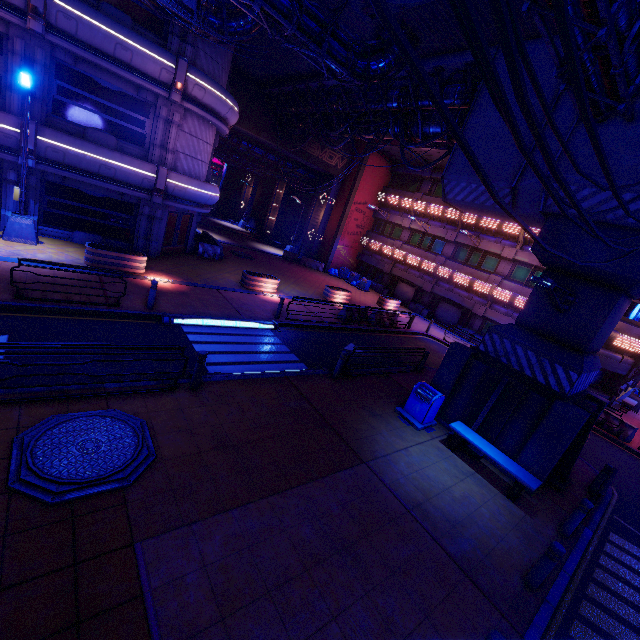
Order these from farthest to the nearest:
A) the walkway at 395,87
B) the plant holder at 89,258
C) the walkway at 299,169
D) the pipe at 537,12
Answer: the walkway at 299,169, the walkway at 395,87, the plant holder at 89,258, the pipe at 537,12

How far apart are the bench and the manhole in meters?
7.9

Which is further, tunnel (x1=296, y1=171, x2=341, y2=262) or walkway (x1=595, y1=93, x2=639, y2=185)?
tunnel (x1=296, y1=171, x2=341, y2=262)

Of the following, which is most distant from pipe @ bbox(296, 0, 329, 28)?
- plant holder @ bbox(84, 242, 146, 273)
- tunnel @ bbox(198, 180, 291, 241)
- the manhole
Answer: tunnel @ bbox(198, 180, 291, 241)

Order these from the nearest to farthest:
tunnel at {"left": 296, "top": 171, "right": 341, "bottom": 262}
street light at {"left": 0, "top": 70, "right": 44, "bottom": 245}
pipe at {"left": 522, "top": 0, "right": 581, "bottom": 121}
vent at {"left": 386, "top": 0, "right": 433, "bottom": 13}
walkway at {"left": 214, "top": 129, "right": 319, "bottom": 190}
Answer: pipe at {"left": 522, "top": 0, "right": 581, "bottom": 121} → vent at {"left": 386, "top": 0, "right": 433, "bottom": 13} → street light at {"left": 0, "top": 70, "right": 44, "bottom": 245} → walkway at {"left": 214, "top": 129, "right": 319, "bottom": 190} → tunnel at {"left": 296, "top": 171, "right": 341, "bottom": 262}

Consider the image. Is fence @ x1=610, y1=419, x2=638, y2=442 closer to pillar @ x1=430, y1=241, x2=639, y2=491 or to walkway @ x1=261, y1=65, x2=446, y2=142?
pillar @ x1=430, y1=241, x2=639, y2=491

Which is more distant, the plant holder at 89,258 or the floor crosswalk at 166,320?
the plant holder at 89,258

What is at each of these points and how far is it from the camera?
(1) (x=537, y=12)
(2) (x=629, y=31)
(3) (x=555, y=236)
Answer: (1) pipe, 5.5m
(2) pipe, 6.0m
(3) pillar, 9.3m
